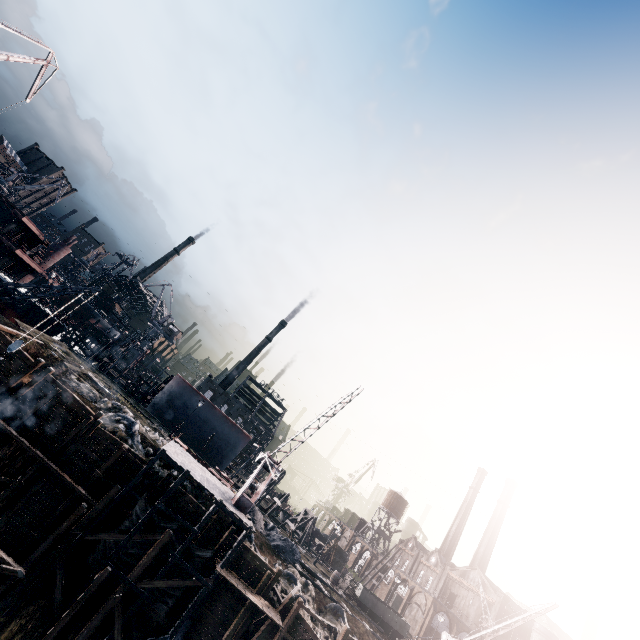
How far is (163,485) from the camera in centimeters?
2275cm

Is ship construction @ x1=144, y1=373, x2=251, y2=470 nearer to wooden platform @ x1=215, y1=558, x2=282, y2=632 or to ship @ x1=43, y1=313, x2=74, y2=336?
ship @ x1=43, y1=313, x2=74, y2=336

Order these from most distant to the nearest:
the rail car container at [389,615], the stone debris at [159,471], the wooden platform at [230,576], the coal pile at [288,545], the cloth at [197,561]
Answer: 1. the rail car container at [389,615]
2. the coal pile at [288,545]
3. the stone debris at [159,471]
4. the cloth at [197,561]
5. the wooden platform at [230,576]

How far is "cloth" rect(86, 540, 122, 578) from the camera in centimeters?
1959cm

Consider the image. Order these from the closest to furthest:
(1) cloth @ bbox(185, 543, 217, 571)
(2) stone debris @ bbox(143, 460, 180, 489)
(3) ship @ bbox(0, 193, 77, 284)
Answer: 1. (1) cloth @ bbox(185, 543, 217, 571)
2. (2) stone debris @ bbox(143, 460, 180, 489)
3. (3) ship @ bbox(0, 193, 77, 284)

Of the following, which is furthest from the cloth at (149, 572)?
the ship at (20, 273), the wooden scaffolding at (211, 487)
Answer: the ship at (20, 273)

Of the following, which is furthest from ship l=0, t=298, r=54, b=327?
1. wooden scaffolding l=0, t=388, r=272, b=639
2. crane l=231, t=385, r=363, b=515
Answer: crane l=231, t=385, r=363, b=515

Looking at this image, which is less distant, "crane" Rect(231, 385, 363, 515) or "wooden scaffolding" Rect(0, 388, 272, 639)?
"wooden scaffolding" Rect(0, 388, 272, 639)
